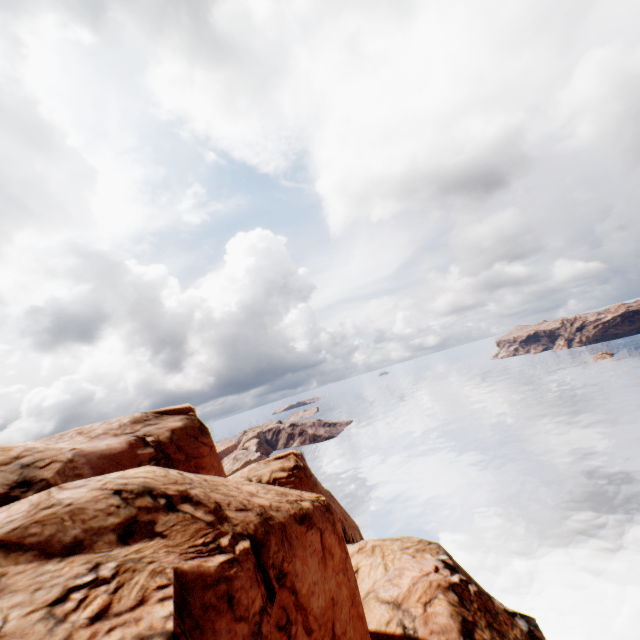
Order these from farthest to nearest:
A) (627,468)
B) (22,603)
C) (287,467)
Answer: (627,468) < (287,467) < (22,603)
